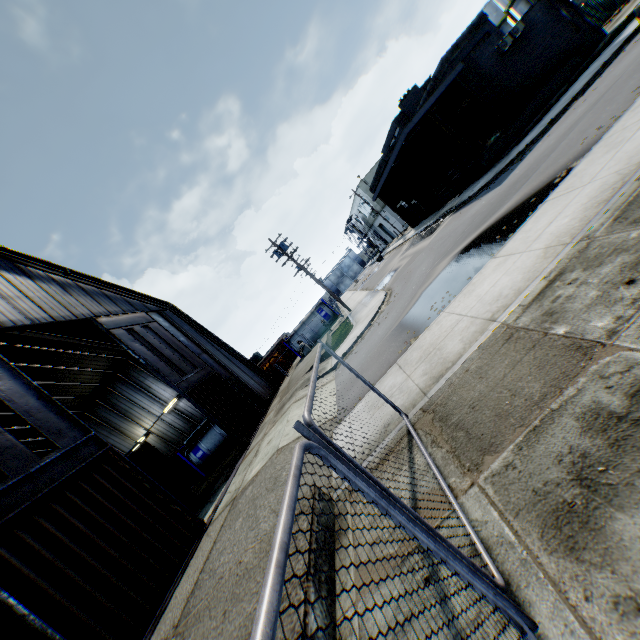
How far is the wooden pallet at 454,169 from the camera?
23.6 meters

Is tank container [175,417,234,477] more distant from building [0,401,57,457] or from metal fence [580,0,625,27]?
metal fence [580,0,625,27]

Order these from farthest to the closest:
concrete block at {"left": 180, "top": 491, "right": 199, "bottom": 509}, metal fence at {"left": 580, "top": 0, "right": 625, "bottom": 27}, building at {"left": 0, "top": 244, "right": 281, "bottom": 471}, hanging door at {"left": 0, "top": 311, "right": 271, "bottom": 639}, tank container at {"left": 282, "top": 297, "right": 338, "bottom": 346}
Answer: tank container at {"left": 282, "top": 297, "right": 338, "bottom": 346} → metal fence at {"left": 580, "top": 0, "right": 625, "bottom": 27} → concrete block at {"left": 180, "top": 491, "right": 199, "bottom": 509} → building at {"left": 0, "top": 244, "right": 281, "bottom": 471} → hanging door at {"left": 0, "top": 311, "right": 271, "bottom": 639}

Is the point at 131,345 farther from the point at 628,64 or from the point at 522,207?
the point at 628,64

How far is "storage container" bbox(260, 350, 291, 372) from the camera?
34.2m

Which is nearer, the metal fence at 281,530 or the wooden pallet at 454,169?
the metal fence at 281,530

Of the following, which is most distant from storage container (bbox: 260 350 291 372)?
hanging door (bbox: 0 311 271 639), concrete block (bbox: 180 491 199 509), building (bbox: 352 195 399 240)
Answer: building (bbox: 352 195 399 240)

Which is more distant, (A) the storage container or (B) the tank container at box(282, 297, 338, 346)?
(B) the tank container at box(282, 297, 338, 346)
